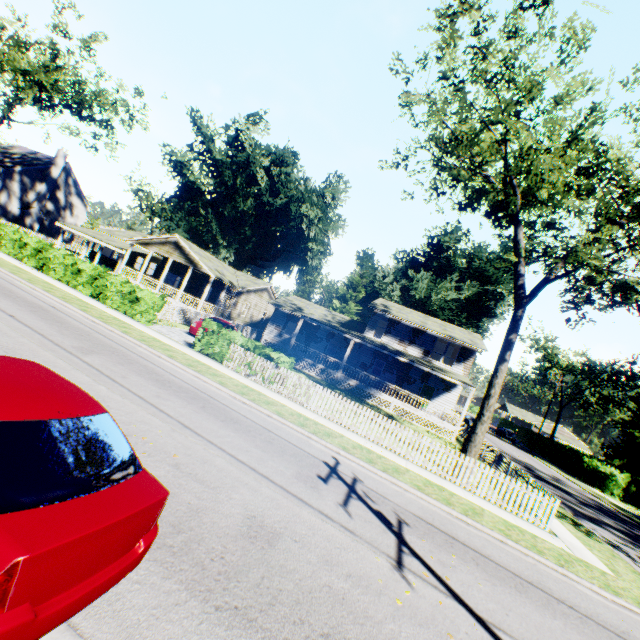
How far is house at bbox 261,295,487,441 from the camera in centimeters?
2605cm

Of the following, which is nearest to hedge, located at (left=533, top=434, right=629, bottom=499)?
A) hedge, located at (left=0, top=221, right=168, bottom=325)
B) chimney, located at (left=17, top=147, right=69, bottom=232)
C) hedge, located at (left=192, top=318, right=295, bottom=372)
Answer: hedge, located at (left=192, top=318, right=295, bottom=372)

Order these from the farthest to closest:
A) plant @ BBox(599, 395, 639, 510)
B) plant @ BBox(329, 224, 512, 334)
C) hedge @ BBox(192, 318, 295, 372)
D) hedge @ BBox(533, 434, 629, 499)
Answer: plant @ BBox(329, 224, 512, 334), plant @ BBox(599, 395, 639, 510), hedge @ BBox(533, 434, 629, 499), hedge @ BBox(192, 318, 295, 372)

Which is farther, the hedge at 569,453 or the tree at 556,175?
the hedge at 569,453

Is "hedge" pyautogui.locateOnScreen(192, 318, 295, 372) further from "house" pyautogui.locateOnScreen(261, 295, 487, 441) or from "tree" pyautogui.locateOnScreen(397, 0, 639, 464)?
"house" pyautogui.locateOnScreen(261, 295, 487, 441)

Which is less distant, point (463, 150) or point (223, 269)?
point (463, 150)

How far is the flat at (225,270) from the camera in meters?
29.5

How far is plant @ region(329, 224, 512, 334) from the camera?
43.2 meters
